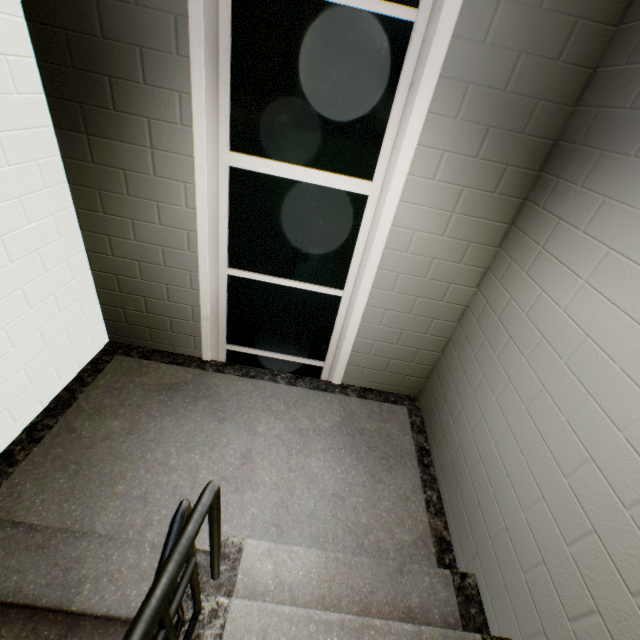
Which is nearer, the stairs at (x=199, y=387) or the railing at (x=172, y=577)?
the railing at (x=172, y=577)

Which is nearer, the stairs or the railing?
the railing

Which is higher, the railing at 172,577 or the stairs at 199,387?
the railing at 172,577

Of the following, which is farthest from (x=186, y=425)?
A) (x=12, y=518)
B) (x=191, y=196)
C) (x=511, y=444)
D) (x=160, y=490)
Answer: (x=511, y=444)

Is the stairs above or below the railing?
below
